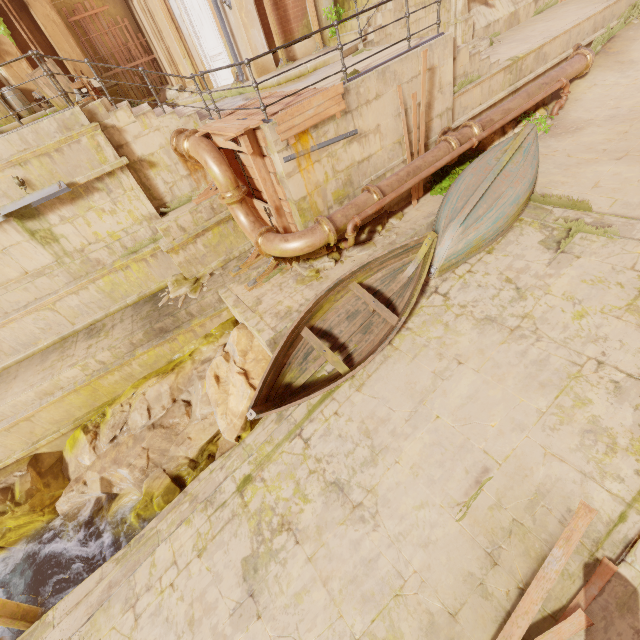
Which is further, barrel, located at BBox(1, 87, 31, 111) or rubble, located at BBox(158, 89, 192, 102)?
rubble, located at BBox(158, 89, 192, 102)

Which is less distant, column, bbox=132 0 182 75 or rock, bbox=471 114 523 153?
rock, bbox=471 114 523 153

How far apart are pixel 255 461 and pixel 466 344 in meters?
5.0 m

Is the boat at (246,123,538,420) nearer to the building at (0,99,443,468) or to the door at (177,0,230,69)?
the building at (0,99,443,468)

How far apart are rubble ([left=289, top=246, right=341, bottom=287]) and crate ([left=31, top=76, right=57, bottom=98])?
8.3 meters

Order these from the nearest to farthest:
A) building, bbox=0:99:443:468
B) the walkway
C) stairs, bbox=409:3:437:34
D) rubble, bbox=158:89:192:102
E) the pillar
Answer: Answer: the walkway → building, bbox=0:99:443:468 → stairs, bbox=409:3:437:34 → the pillar → rubble, bbox=158:89:192:102

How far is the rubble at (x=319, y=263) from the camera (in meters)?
7.94

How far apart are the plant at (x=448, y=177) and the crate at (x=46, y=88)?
10.7m
